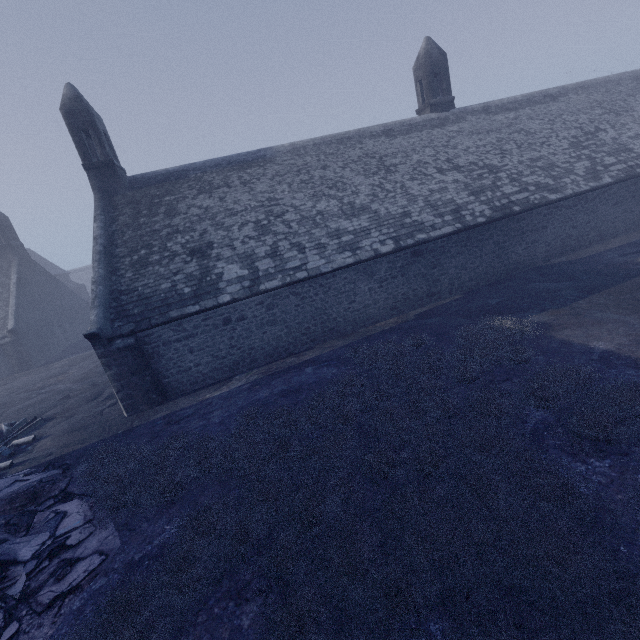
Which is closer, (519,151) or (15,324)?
(519,151)
